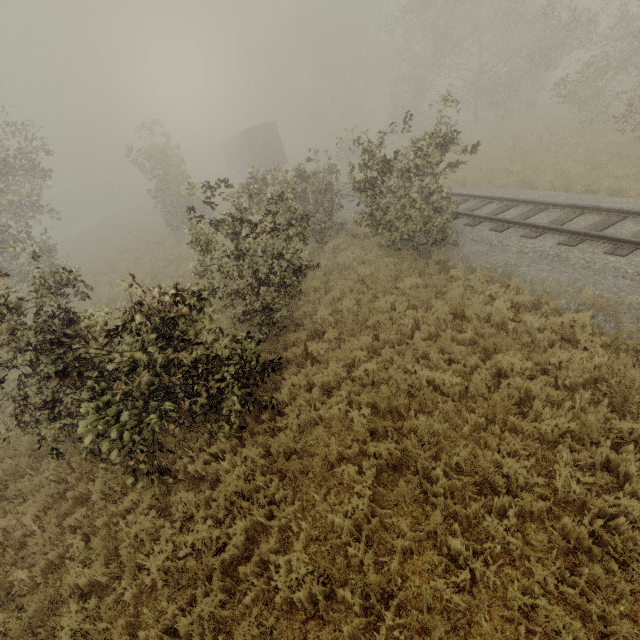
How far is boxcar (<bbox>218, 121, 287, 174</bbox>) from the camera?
30.11m

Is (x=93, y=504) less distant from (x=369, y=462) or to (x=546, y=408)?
(x=369, y=462)

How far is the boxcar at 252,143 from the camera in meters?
30.1 m

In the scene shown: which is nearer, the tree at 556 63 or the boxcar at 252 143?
the tree at 556 63

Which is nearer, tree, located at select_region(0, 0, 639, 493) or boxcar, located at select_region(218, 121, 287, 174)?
tree, located at select_region(0, 0, 639, 493)
